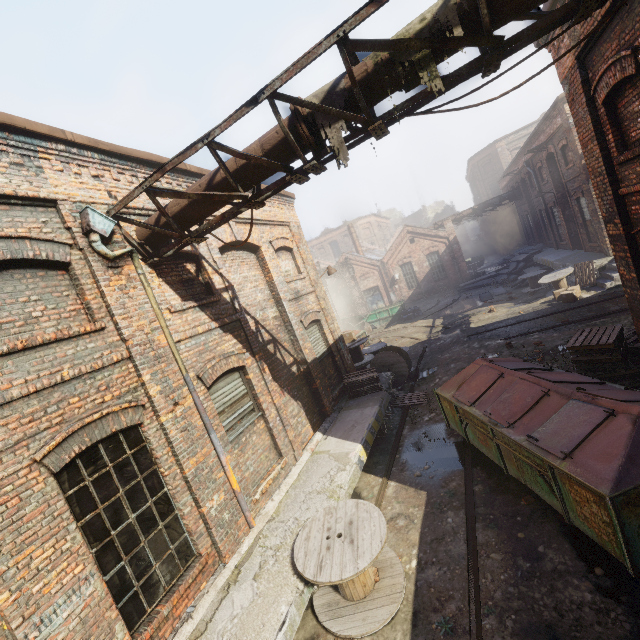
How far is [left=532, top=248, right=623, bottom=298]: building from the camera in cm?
1395

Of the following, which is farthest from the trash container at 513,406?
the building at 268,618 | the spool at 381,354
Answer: the spool at 381,354

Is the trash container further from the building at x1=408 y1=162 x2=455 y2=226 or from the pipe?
the building at x1=408 y1=162 x2=455 y2=226

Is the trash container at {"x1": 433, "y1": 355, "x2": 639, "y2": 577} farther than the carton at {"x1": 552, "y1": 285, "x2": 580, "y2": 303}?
No

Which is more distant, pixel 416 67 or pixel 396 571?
pixel 396 571

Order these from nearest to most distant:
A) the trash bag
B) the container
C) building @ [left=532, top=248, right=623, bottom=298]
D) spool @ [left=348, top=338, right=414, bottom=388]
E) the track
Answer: the track, spool @ [left=348, top=338, right=414, bottom=388], building @ [left=532, top=248, right=623, bottom=298], the trash bag, the container

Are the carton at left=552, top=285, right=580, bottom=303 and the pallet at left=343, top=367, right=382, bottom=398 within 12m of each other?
yes

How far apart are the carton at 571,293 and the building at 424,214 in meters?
47.6 m
